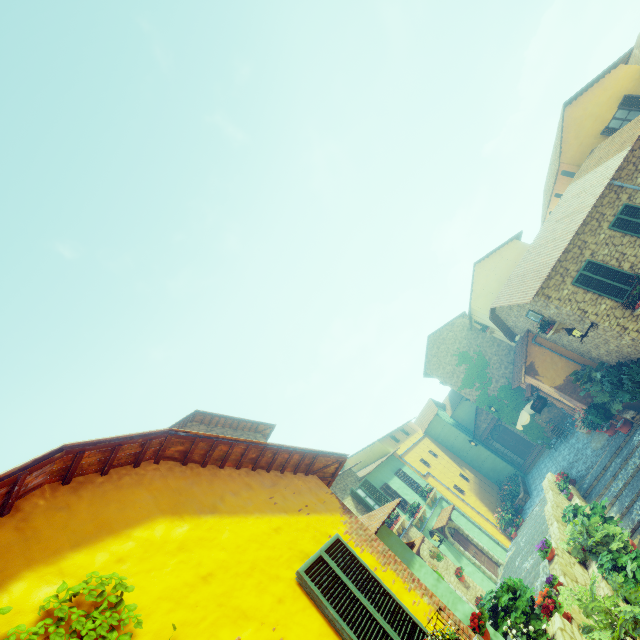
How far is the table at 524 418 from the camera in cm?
2122

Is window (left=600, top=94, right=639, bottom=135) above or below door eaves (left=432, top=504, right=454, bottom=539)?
above

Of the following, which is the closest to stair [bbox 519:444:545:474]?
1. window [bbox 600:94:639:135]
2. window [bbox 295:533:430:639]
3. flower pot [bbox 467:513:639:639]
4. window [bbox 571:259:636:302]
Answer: window [bbox 571:259:636:302]

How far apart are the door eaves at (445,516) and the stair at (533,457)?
10.4m

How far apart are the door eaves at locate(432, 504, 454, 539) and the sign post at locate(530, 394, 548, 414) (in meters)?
6.85

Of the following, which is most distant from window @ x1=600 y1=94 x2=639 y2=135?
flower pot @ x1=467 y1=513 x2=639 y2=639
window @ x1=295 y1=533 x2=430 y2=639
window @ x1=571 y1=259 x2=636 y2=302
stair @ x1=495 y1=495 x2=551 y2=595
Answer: window @ x1=295 y1=533 x2=430 y2=639

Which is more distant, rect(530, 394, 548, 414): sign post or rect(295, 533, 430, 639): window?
rect(530, 394, 548, 414): sign post

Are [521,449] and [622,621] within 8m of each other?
no
